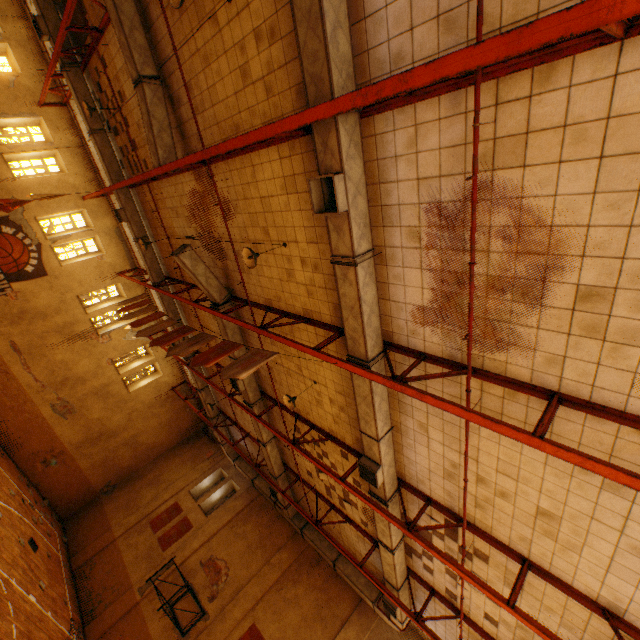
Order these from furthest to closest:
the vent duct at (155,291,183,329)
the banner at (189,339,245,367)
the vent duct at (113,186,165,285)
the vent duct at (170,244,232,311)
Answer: the vent duct at (155,291,183,329) < the vent duct at (113,186,165,285) < the vent duct at (170,244,232,311) < the banner at (189,339,245,367)

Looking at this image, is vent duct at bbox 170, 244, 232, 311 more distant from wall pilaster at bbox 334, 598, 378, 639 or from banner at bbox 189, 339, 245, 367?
wall pilaster at bbox 334, 598, 378, 639

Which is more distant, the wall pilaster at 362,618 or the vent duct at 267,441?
the vent duct at 267,441

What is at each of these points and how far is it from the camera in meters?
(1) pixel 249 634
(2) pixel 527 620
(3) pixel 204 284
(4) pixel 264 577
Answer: (1) banner, 12.2
(2) metal beam, 5.3
(3) vent duct, 9.7
(4) wall pilaster, 13.8

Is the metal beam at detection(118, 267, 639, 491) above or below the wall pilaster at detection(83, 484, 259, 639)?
above

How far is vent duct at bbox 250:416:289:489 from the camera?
12.54m

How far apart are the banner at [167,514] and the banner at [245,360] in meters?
15.3 m

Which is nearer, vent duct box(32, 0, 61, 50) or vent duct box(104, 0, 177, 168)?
vent duct box(104, 0, 177, 168)
